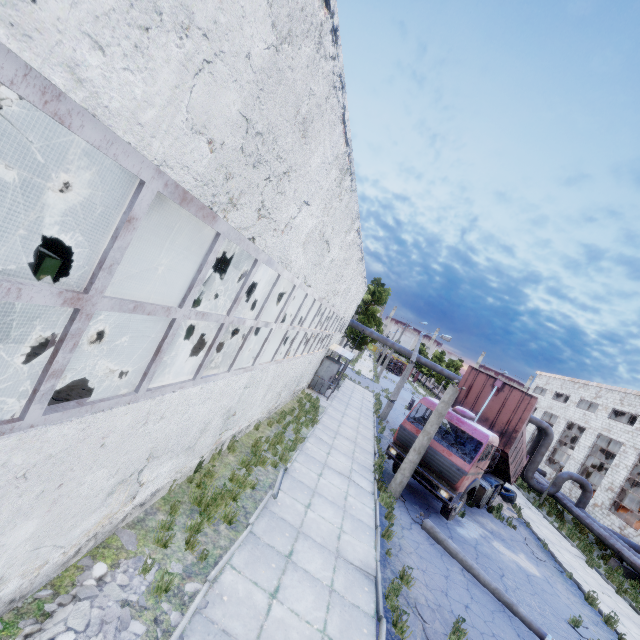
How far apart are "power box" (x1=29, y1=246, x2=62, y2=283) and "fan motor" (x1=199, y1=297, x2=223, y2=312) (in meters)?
9.86

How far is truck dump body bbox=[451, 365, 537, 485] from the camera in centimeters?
1370cm

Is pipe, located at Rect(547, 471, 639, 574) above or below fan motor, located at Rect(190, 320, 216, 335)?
above

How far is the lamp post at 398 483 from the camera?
11.3m

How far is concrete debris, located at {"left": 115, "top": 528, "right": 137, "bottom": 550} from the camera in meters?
5.1 m

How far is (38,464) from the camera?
3.0m

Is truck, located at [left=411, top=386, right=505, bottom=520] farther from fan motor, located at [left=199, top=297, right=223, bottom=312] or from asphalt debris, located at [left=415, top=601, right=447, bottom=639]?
fan motor, located at [left=199, top=297, right=223, bottom=312]

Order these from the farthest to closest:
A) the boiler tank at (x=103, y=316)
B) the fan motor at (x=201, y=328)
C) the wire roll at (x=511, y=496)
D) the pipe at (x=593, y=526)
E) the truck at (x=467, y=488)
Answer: the fan motor at (x=201, y=328)
the wire roll at (x=511, y=496)
the pipe at (x=593, y=526)
the boiler tank at (x=103, y=316)
the truck at (x=467, y=488)
